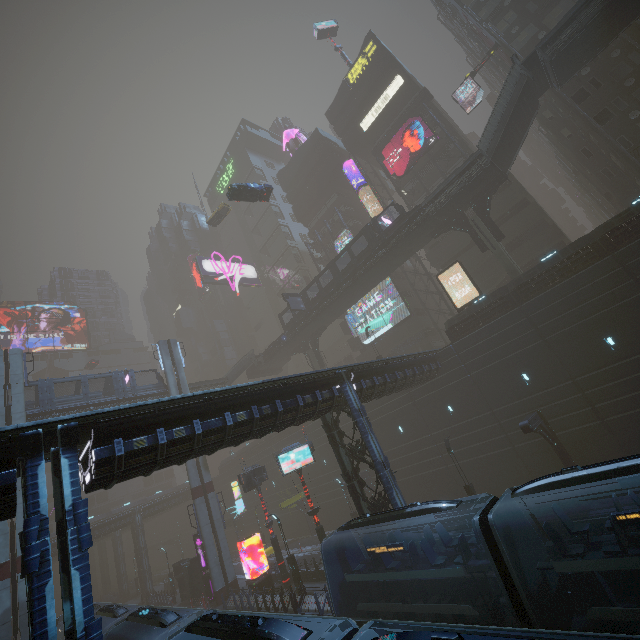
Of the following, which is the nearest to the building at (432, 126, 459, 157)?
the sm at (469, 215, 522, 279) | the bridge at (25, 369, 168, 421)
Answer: the sm at (469, 215, 522, 279)

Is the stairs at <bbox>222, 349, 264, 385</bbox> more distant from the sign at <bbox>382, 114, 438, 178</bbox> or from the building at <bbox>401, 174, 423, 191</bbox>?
the sign at <bbox>382, 114, 438, 178</bbox>

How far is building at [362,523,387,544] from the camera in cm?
1762

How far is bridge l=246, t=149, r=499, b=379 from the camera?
28.1m

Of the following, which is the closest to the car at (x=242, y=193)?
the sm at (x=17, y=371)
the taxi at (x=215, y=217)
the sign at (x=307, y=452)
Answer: the taxi at (x=215, y=217)

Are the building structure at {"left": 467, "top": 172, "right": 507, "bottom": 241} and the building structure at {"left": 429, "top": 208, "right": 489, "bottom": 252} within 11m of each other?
yes

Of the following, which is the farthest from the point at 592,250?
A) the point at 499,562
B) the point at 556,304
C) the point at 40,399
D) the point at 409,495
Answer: the point at 40,399

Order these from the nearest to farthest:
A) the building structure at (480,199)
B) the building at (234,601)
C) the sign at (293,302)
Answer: the building at (234,601) < the building structure at (480,199) < the sign at (293,302)
